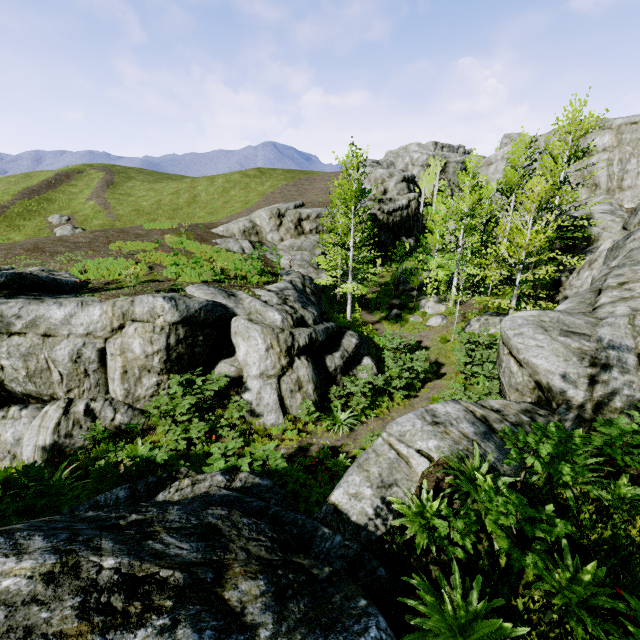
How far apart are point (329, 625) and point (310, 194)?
54.78m

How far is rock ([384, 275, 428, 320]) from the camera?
24.4 meters

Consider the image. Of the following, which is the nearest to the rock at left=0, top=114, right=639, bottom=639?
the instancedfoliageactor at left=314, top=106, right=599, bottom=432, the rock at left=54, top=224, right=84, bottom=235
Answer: the instancedfoliageactor at left=314, top=106, right=599, bottom=432

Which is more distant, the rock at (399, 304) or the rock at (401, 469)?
the rock at (399, 304)

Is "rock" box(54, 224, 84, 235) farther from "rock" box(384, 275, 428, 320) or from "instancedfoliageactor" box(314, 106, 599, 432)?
"instancedfoliageactor" box(314, 106, 599, 432)

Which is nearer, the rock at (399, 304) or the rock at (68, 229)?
the rock at (399, 304)

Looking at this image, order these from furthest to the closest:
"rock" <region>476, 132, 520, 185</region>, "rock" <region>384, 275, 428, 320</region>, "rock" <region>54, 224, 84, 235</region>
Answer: "rock" <region>54, 224, 84, 235</region> → "rock" <region>476, 132, 520, 185</region> → "rock" <region>384, 275, 428, 320</region>

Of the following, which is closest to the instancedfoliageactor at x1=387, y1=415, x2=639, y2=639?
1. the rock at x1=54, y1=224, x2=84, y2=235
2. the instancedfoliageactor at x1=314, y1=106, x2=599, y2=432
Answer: the instancedfoliageactor at x1=314, y1=106, x2=599, y2=432
